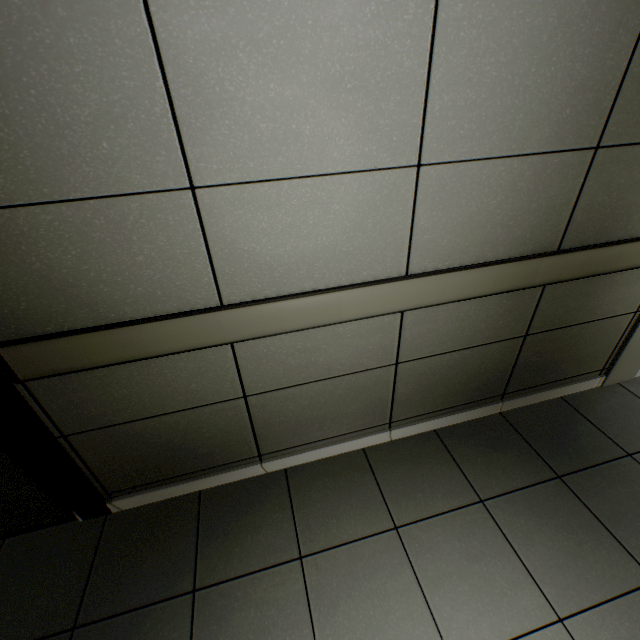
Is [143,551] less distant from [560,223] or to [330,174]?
[330,174]
